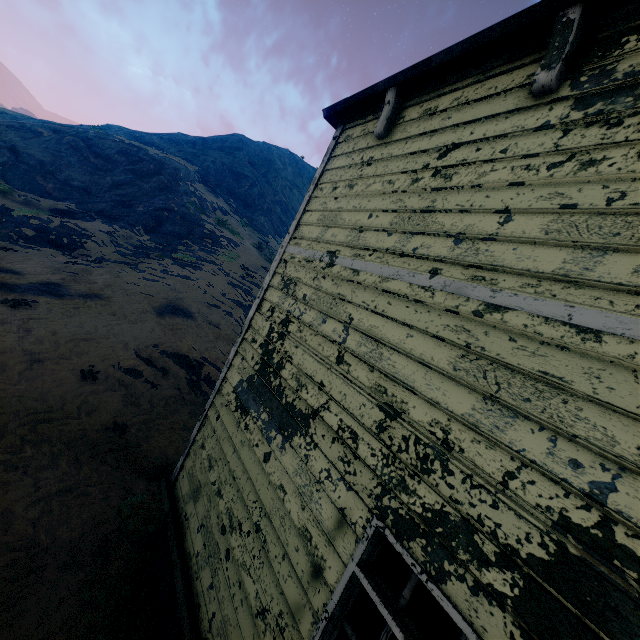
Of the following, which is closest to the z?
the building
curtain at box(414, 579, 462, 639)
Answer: the building

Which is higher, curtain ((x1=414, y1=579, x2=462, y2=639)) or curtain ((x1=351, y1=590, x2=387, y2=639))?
curtain ((x1=414, y1=579, x2=462, y2=639))

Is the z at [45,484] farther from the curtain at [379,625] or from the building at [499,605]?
the curtain at [379,625]

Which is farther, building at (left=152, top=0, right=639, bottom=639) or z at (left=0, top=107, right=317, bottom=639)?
z at (left=0, top=107, right=317, bottom=639)

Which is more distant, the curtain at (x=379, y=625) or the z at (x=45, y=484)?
the z at (x=45, y=484)

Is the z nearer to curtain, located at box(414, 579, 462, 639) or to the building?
the building

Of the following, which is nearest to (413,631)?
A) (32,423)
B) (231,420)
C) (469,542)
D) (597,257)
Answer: (469,542)
